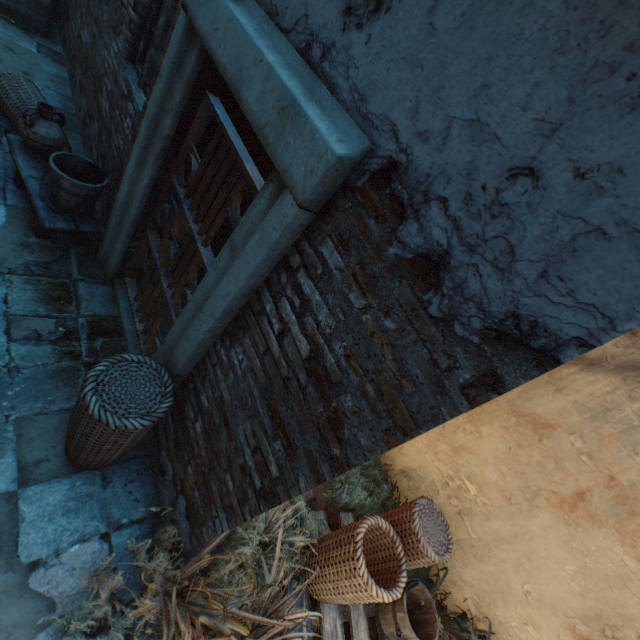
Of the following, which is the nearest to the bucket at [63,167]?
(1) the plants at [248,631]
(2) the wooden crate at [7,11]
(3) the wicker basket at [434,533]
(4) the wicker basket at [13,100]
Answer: (4) the wicker basket at [13,100]

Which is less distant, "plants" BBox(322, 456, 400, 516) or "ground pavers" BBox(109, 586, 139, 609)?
"ground pavers" BBox(109, 586, 139, 609)

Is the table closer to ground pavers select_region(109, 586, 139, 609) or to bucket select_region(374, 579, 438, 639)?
ground pavers select_region(109, 586, 139, 609)

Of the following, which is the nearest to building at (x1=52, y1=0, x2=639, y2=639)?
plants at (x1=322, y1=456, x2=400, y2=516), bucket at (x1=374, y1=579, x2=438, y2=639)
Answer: plants at (x1=322, y1=456, x2=400, y2=516)

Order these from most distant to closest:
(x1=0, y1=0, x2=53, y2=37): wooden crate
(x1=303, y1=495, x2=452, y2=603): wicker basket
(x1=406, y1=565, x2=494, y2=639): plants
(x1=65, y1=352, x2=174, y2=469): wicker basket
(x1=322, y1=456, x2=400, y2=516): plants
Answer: (x1=0, y1=0, x2=53, y2=37): wooden crate
(x1=322, y1=456, x2=400, y2=516): plants
(x1=406, y1=565, x2=494, y2=639): plants
(x1=303, y1=495, x2=452, y2=603): wicker basket
(x1=65, y1=352, x2=174, y2=469): wicker basket

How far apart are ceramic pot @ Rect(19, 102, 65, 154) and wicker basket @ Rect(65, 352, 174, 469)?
2.71m

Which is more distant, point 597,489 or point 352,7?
point 597,489

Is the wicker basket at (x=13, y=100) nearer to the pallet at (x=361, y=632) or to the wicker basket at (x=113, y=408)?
the wicker basket at (x=113, y=408)
